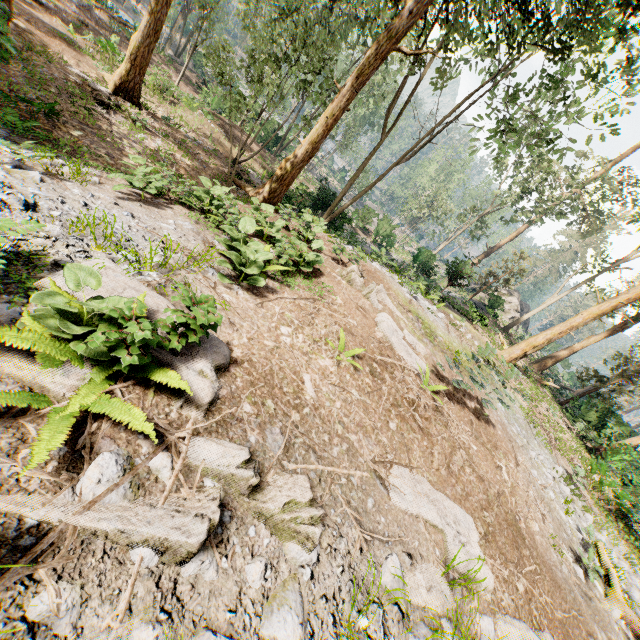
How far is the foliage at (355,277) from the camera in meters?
8.8

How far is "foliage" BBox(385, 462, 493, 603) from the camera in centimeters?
444cm

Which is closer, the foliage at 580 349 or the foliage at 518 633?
the foliage at 518 633

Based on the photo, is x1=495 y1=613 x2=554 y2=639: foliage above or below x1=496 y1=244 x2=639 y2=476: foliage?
below

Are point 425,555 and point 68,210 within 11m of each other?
yes

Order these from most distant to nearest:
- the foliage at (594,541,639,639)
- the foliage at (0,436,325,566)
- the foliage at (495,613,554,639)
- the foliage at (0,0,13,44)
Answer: the foliage at (0,0,13,44) → the foliage at (594,541,639,639) → the foliage at (495,613,554,639) → the foliage at (0,436,325,566)

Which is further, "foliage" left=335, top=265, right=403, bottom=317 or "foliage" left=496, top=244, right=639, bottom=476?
"foliage" left=496, top=244, right=639, bottom=476
